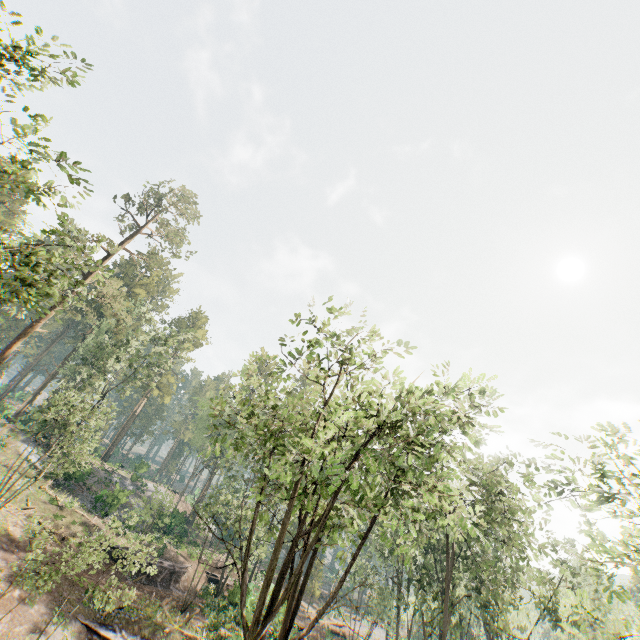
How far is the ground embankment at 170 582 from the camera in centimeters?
2796cm

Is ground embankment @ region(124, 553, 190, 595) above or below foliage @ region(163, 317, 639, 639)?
below

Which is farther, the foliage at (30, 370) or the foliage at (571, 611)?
the foliage at (30, 370)

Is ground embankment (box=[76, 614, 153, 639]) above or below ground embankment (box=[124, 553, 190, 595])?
below

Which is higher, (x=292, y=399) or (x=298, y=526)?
(x=292, y=399)

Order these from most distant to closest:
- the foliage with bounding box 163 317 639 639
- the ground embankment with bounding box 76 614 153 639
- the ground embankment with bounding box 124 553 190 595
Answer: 1. the ground embankment with bounding box 124 553 190 595
2. the ground embankment with bounding box 76 614 153 639
3. the foliage with bounding box 163 317 639 639

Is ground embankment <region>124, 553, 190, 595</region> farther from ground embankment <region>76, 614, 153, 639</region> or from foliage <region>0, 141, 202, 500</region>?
ground embankment <region>76, 614, 153, 639</region>

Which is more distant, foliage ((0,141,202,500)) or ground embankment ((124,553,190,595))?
ground embankment ((124,553,190,595))
